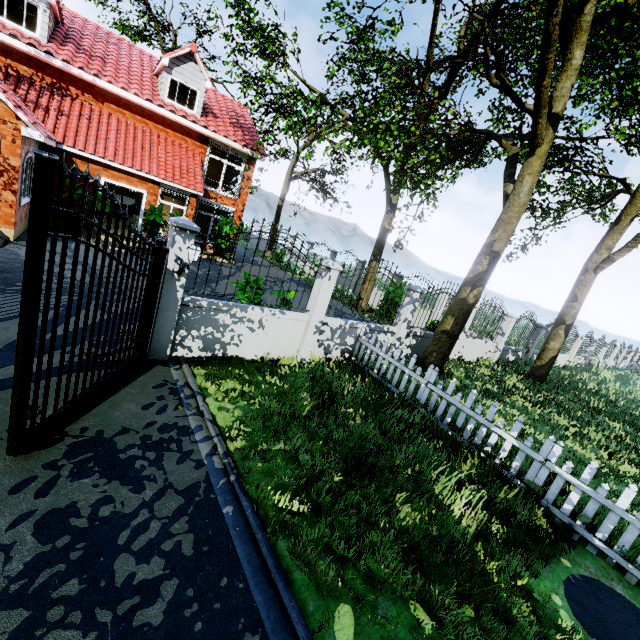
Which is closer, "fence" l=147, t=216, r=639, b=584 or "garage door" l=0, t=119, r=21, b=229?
"fence" l=147, t=216, r=639, b=584

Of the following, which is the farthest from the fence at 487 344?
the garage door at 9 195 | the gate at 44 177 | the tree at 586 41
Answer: the garage door at 9 195

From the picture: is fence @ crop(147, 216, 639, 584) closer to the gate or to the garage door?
the gate

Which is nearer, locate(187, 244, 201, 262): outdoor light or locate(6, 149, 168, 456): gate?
locate(6, 149, 168, 456): gate

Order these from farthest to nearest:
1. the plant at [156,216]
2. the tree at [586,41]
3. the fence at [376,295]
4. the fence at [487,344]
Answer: the plant at [156,216] → the fence at [487,344] → the fence at [376,295] → the tree at [586,41]

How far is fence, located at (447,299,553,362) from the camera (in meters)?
11.96

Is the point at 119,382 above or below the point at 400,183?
below

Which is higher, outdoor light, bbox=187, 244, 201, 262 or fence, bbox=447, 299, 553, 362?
outdoor light, bbox=187, 244, 201, 262
